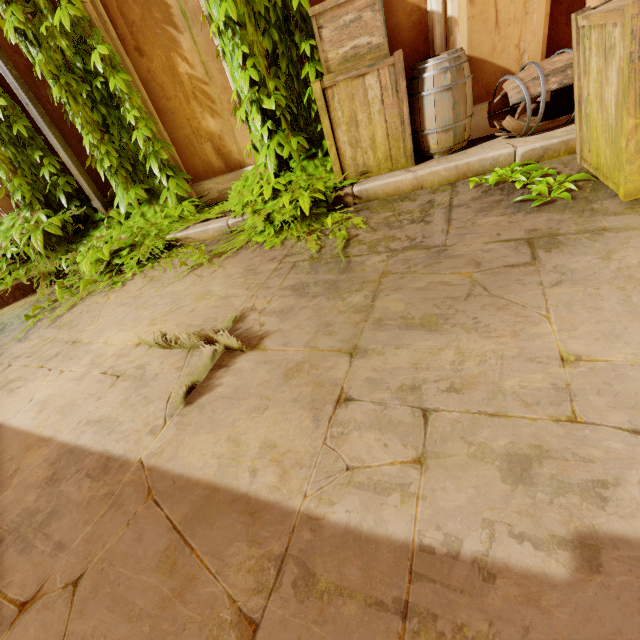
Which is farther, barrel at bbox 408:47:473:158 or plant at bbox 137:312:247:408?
barrel at bbox 408:47:473:158

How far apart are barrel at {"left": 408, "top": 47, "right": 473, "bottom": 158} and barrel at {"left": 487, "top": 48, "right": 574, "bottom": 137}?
0.2m

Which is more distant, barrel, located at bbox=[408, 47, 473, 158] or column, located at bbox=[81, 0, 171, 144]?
column, located at bbox=[81, 0, 171, 144]

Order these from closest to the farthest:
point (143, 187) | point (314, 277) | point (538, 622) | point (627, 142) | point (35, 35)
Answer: point (538, 622)
point (627, 142)
point (314, 277)
point (35, 35)
point (143, 187)

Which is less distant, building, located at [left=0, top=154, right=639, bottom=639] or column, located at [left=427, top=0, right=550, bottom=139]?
building, located at [left=0, top=154, right=639, bottom=639]

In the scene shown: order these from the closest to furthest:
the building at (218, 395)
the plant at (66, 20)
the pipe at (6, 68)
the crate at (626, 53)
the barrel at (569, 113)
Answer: the building at (218, 395), the crate at (626, 53), the barrel at (569, 113), the plant at (66, 20), the pipe at (6, 68)

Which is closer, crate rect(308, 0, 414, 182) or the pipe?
crate rect(308, 0, 414, 182)

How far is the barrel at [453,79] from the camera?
2.9m
